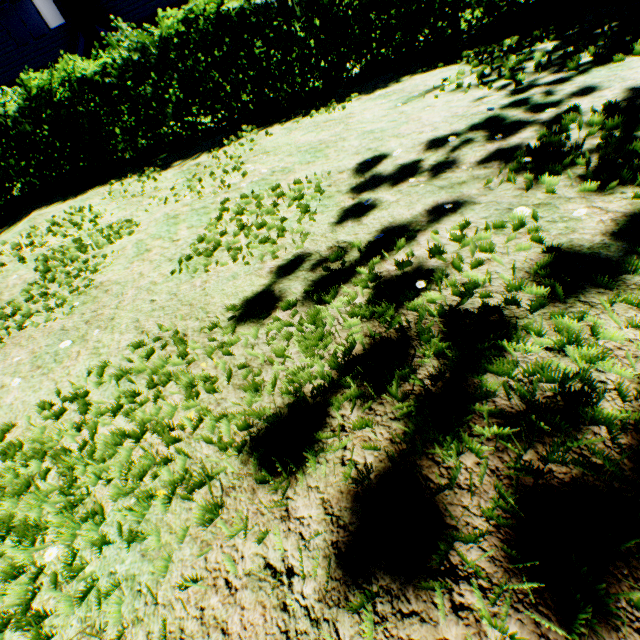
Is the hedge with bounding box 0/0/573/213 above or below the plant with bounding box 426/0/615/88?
above

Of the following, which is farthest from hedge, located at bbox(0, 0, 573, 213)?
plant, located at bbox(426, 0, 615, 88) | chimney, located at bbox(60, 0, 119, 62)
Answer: plant, located at bbox(426, 0, 615, 88)

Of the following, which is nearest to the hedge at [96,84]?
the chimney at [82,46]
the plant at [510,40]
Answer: the chimney at [82,46]

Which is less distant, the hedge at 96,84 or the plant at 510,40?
the plant at 510,40

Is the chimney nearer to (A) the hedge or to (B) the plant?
(A) the hedge

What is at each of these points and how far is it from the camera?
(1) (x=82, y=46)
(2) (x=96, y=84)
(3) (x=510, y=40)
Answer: (1) chimney, 14.1 meters
(2) hedge, 7.9 meters
(3) plant, 5.6 meters

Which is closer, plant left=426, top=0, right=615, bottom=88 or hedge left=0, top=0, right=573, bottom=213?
plant left=426, top=0, right=615, bottom=88
